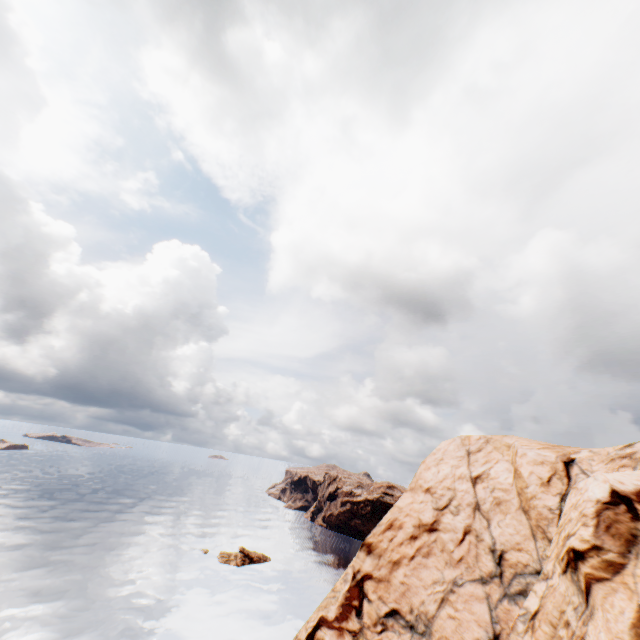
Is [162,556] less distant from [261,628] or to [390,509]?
[261,628]
